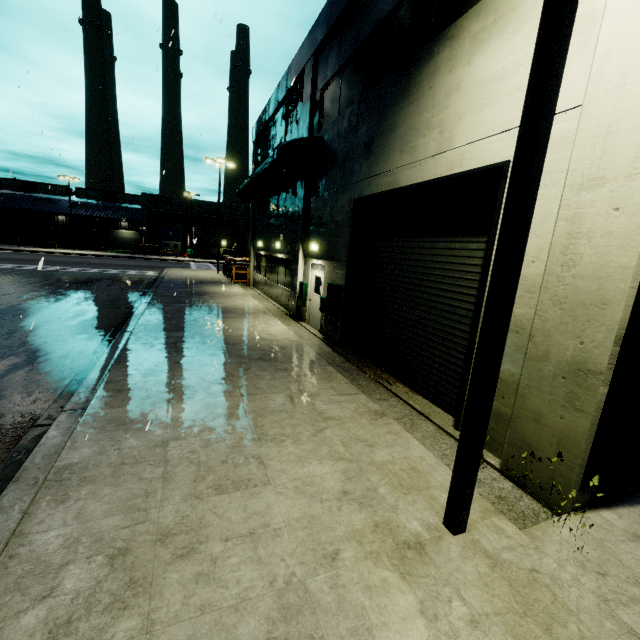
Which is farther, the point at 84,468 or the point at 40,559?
the point at 84,468

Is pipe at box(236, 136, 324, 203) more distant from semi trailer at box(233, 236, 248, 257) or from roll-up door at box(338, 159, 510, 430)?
roll-up door at box(338, 159, 510, 430)

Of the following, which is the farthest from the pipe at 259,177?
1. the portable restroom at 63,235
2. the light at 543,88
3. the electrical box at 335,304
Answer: the portable restroom at 63,235

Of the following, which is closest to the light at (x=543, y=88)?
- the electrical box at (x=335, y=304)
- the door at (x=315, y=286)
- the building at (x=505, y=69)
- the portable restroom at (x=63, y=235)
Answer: the building at (x=505, y=69)

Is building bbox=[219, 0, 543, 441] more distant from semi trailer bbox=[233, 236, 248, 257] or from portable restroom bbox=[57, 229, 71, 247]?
portable restroom bbox=[57, 229, 71, 247]

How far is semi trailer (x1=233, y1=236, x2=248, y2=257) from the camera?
37.4m

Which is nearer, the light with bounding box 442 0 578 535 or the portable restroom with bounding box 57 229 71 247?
the light with bounding box 442 0 578 535

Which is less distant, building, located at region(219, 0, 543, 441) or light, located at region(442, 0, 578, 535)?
light, located at region(442, 0, 578, 535)
